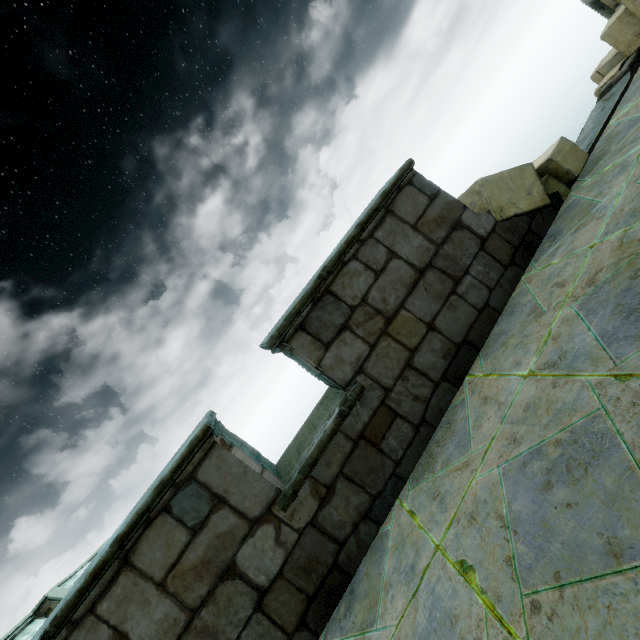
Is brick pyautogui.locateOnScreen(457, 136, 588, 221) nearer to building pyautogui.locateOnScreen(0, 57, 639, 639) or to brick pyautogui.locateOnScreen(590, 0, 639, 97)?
building pyautogui.locateOnScreen(0, 57, 639, 639)

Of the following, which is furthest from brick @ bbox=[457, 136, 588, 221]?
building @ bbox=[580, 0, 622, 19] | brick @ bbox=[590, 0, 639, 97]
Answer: brick @ bbox=[590, 0, 639, 97]

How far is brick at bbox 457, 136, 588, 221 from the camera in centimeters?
334cm

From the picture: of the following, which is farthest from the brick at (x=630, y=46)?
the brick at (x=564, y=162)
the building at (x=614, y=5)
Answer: the brick at (x=564, y=162)

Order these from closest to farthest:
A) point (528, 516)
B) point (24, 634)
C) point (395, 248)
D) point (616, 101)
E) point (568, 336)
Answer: point (528, 516), point (568, 336), point (395, 248), point (616, 101), point (24, 634)

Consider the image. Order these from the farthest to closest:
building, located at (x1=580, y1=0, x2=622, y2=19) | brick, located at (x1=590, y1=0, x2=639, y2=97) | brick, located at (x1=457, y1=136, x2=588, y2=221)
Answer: building, located at (x1=580, y1=0, x2=622, y2=19) → brick, located at (x1=590, y1=0, x2=639, y2=97) → brick, located at (x1=457, y1=136, x2=588, y2=221)

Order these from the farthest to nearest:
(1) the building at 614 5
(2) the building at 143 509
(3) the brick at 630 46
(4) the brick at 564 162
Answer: (1) the building at 614 5, (3) the brick at 630 46, (4) the brick at 564 162, (2) the building at 143 509
